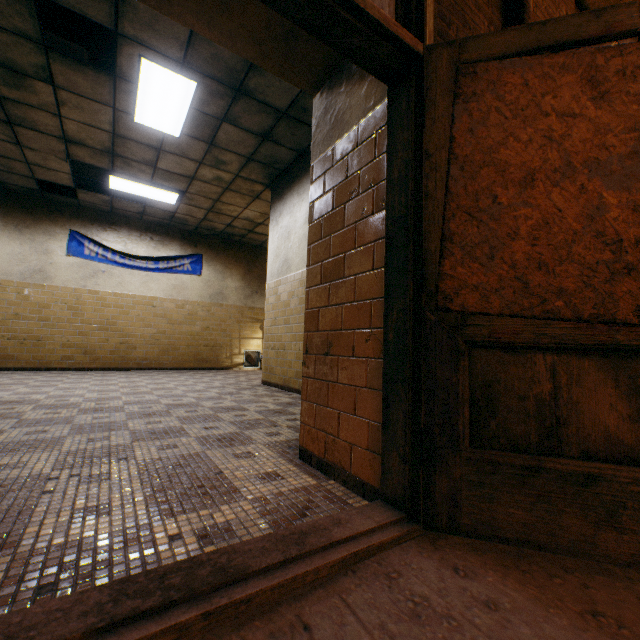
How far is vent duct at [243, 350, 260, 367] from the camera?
10.0 meters

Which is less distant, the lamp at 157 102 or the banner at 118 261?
the lamp at 157 102

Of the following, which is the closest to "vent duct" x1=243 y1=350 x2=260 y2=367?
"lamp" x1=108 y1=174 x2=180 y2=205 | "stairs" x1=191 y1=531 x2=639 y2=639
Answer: "lamp" x1=108 y1=174 x2=180 y2=205

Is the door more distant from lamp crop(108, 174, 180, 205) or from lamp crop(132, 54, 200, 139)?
lamp crop(108, 174, 180, 205)

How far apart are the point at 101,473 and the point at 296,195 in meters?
5.0

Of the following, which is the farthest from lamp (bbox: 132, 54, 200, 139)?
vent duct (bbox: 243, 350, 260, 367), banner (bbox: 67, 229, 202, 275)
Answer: vent duct (bbox: 243, 350, 260, 367)

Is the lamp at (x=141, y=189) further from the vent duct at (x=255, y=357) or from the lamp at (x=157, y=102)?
the vent duct at (x=255, y=357)

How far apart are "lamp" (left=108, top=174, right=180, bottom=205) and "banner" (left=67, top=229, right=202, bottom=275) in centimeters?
167cm
